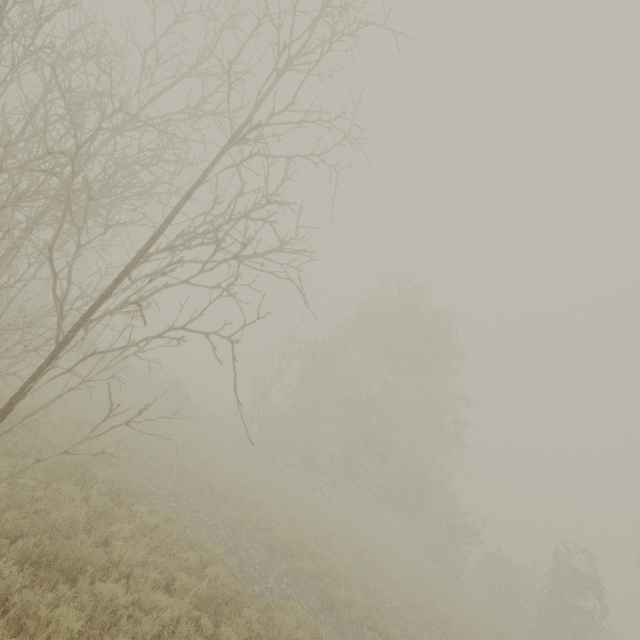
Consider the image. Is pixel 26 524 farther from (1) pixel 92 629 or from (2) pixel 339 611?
(2) pixel 339 611
